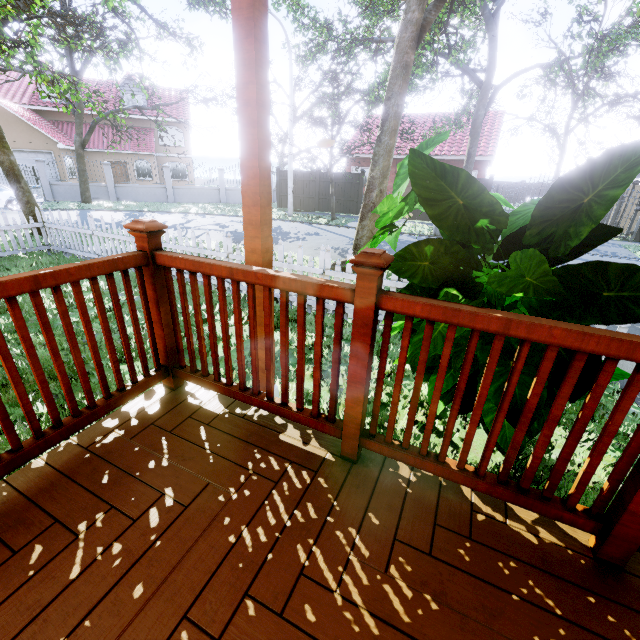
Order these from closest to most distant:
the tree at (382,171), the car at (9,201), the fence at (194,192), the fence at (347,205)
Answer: the tree at (382,171) < the car at (9,201) < the fence at (347,205) < the fence at (194,192)

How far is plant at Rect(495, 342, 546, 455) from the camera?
1.3m

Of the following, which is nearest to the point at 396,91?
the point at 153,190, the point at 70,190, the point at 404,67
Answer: the point at 404,67

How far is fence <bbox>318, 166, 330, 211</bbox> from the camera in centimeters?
2027cm

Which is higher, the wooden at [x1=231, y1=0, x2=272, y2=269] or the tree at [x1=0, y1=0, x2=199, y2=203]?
the tree at [x1=0, y1=0, x2=199, y2=203]

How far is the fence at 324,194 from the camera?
20.27m

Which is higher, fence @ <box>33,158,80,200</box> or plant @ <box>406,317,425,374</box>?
plant @ <box>406,317,425,374</box>

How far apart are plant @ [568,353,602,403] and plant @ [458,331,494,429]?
0.3 meters
